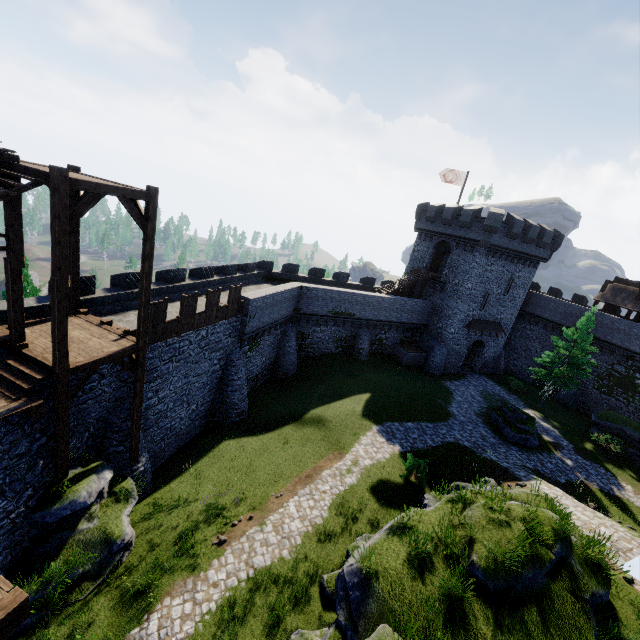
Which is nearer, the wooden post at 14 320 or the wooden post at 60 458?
the wooden post at 14 320

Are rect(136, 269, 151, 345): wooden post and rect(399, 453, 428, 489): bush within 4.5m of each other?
no

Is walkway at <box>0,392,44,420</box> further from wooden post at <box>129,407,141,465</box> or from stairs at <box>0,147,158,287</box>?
wooden post at <box>129,407,141,465</box>

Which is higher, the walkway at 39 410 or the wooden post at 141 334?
the wooden post at 141 334

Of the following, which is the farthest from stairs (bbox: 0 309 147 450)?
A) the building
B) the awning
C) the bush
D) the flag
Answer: the flag

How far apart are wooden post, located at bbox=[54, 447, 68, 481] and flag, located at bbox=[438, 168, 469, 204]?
37.2m

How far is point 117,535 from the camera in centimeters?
1178cm

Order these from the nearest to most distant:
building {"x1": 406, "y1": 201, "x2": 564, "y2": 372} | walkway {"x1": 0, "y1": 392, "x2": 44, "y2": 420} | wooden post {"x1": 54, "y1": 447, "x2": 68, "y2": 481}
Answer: walkway {"x1": 0, "y1": 392, "x2": 44, "y2": 420}
wooden post {"x1": 54, "y1": 447, "x2": 68, "y2": 481}
building {"x1": 406, "y1": 201, "x2": 564, "y2": 372}
